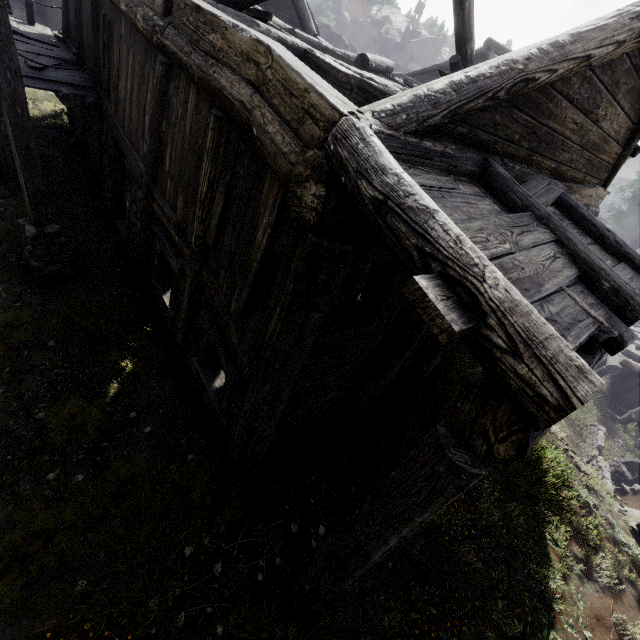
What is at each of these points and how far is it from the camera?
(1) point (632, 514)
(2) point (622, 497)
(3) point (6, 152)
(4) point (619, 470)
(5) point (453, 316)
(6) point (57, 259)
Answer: (1) rock, 8.12m
(2) shelter, 11.02m
(3) building, 8.36m
(4) well, 12.40m
(5) building, 1.84m
(6) wooden lamp post, 6.86m

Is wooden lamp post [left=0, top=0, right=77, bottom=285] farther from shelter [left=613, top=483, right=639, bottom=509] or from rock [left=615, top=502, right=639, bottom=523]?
rock [left=615, top=502, right=639, bottom=523]

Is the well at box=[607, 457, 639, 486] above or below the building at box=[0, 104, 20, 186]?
below

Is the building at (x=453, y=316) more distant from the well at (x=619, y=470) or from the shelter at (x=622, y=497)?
the well at (x=619, y=470)

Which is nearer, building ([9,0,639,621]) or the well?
building ([9,0,639,621])

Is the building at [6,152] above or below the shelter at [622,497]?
above

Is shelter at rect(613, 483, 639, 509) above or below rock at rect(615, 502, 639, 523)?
below

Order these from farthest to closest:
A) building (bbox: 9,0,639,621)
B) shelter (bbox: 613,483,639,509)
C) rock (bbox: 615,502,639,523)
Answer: shelter (bbox: 613,483,639,509)
rock (bbox: 615,502,639,523)
building (bbox: 9,0,639,621)
